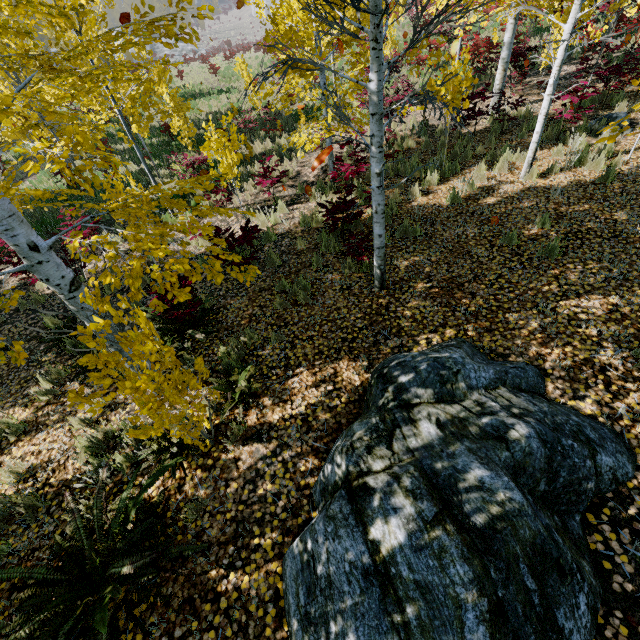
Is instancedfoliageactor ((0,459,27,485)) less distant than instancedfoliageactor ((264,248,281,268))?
Yes

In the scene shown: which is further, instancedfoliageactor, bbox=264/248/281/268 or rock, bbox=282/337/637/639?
instancedfoliageactor, bbox=264/248/281/268

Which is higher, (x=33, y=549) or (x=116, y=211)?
(x=116, y=211)

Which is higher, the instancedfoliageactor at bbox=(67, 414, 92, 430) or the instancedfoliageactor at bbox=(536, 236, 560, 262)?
the instancedfoliageactor at bbox=(536, 236, 560, 262)

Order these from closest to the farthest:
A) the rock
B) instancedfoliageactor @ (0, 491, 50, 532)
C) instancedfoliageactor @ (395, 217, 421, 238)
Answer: the rock
instancedfoliageactor @ (0, 491, 50, 532)
instancedfoliageactor @ (395, 217, 421, 238)

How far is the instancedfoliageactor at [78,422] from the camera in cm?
438
